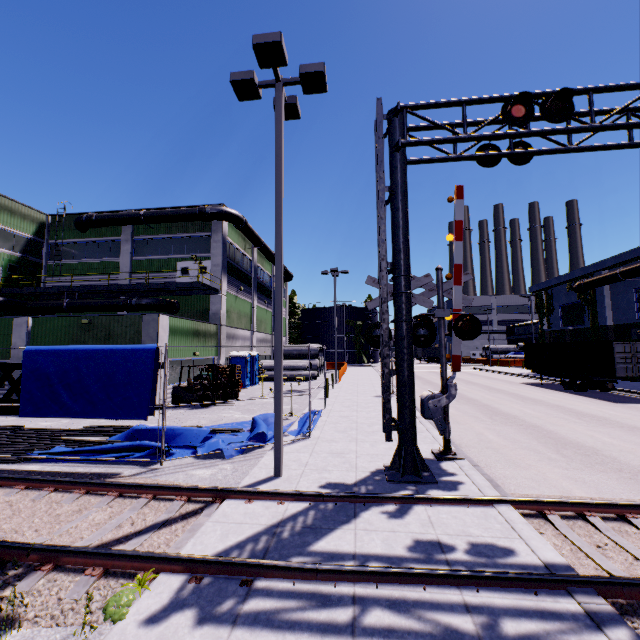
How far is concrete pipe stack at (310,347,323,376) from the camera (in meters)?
36.41

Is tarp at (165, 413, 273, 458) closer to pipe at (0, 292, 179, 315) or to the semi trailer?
pipe at (0, 292, 179, 315)

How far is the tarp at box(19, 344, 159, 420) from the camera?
8.5m

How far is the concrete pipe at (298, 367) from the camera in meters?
31.5 m

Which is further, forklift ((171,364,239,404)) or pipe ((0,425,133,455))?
forklift ((171,364,239,404))

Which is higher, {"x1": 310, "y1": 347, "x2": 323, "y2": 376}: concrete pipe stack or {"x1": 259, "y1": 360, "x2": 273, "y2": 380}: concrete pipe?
{"x1": 259, "y1": 360, "x2": 273, "y2": 380}: concrete pipe

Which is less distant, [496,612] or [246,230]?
[496,612]

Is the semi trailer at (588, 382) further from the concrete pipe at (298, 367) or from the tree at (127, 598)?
the tree at (127, 598)
